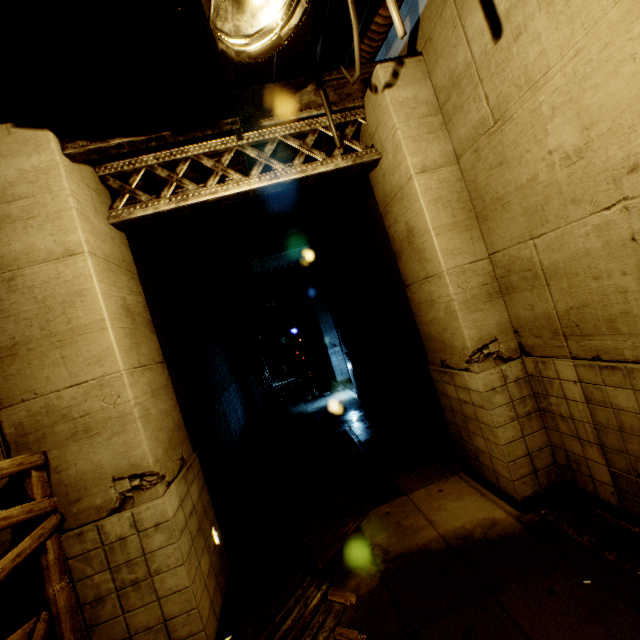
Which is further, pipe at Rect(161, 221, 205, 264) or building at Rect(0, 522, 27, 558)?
pipe at Rect(161, 221, 205, 264)

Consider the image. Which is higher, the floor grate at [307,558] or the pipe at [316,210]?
the pipe at [316,210]

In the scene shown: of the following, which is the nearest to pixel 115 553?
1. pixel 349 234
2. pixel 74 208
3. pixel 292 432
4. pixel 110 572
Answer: pixel 110 572

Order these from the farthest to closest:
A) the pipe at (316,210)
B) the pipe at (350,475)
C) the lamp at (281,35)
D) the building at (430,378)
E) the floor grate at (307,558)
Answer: the pipe at (316,210)
the pipe at (350,475)
the floor grate at (307,558)
the building at (430,378)
the lamp at (281,35)

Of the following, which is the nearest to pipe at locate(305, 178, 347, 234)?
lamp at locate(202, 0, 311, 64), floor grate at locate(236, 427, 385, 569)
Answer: lamp at locate(202, 0, 311, 64)

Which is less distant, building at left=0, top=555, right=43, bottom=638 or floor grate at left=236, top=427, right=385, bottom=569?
building at left=0, top=555, right=43, bottom=638

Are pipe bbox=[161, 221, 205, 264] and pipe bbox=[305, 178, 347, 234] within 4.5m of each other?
yes

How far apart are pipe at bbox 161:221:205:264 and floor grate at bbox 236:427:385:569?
5.7m
